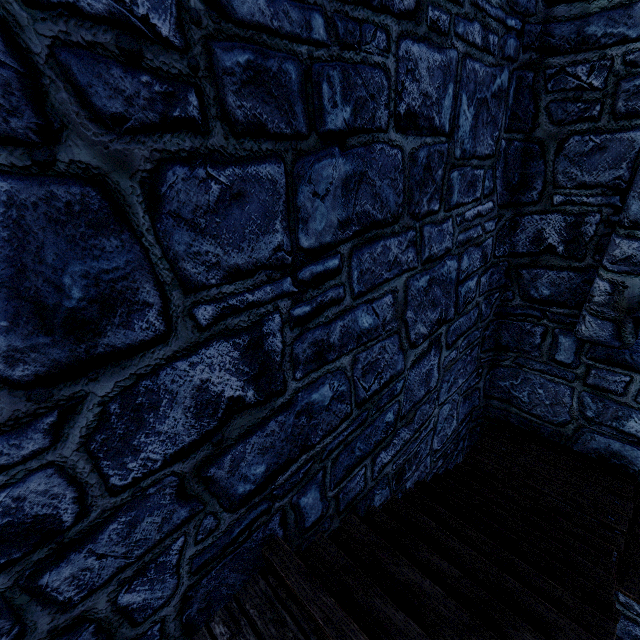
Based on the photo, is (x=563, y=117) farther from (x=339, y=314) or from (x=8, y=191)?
(x=8, y=191)
